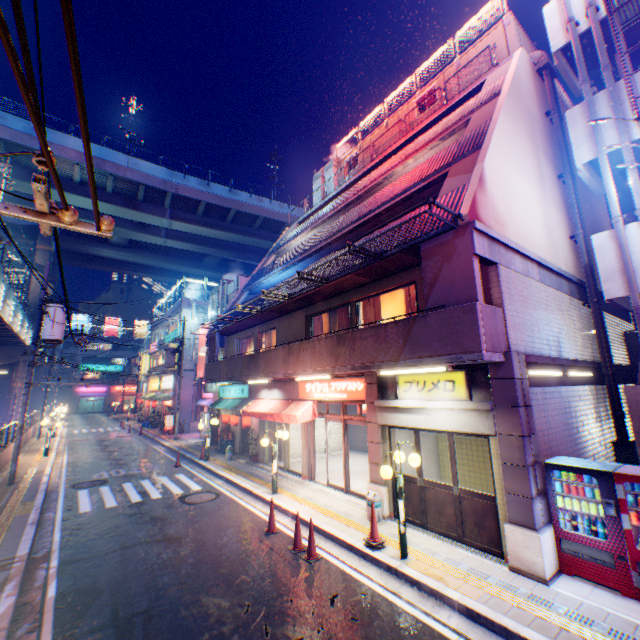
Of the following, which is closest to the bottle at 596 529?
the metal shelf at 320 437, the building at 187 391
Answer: the metal shelf at 320 437

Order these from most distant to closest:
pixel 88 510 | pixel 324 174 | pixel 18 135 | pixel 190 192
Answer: pixel 190 192 < pixel 18 135 < pixel 324 174 < pixel 88 510

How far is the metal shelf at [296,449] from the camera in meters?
17.0 m

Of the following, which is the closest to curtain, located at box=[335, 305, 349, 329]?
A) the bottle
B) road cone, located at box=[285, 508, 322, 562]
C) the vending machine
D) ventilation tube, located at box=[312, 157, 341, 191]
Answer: road cone, located at box=[285, 508, 322, 562]

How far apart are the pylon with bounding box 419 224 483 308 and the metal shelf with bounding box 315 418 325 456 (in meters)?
11.43

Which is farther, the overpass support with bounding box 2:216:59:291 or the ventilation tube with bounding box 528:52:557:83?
the overpass support with bounding box 2:216:59:291

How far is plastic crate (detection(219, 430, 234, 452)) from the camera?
19.31m

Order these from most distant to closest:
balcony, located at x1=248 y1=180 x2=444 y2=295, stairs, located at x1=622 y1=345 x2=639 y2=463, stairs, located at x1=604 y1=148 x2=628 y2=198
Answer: balcony, located at x1=248 y1=180 x2=444 y2=295 < stairs, located at x1=604 y1=148 x2=628 y2=198 < stairs, located at x1=622 y1=345 x2=639 y2=463
